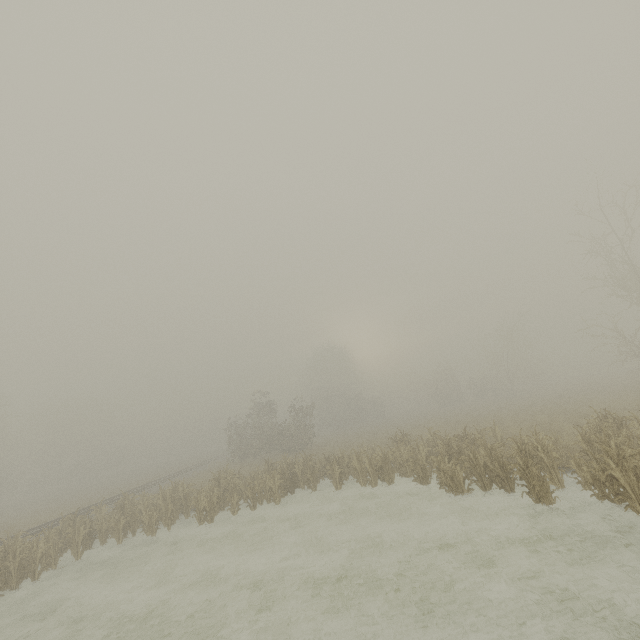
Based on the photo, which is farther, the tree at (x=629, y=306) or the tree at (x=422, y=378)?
the tree at (x=422, y=378)

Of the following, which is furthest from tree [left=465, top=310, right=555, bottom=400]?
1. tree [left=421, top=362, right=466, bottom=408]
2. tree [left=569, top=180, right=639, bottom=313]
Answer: tree [left=569, top=180, right=639, bottom=313]

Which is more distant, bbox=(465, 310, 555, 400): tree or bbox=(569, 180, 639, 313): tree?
bbox=(465, 310, 555, 400): tree

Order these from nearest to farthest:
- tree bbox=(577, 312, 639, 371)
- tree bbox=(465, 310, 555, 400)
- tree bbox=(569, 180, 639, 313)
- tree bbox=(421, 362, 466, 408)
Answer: tree bbox=(577, 312, 639, 371)
tree bbox=(569, 180, 639, 313)
tree bbox=(465, 310, 555, 400)
tree bbox=(421, 362, 466, 408)

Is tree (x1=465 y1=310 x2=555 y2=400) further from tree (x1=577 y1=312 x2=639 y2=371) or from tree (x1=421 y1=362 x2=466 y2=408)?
tree (x1=577 y1=312 x2=639 y2=371)

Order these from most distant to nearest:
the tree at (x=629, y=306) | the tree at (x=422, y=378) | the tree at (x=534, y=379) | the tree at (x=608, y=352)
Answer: the tree at (x=422, y=378), the tree at (x=534, y=379), the tree at (x=629, y=306), the tree at (x=608, y=352)

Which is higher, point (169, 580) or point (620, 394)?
point (620, 394)
